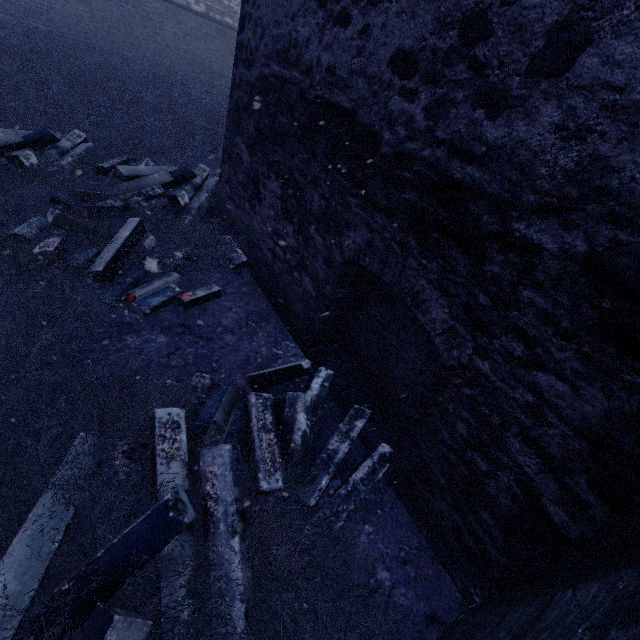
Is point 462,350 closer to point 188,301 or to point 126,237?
point 188,301
